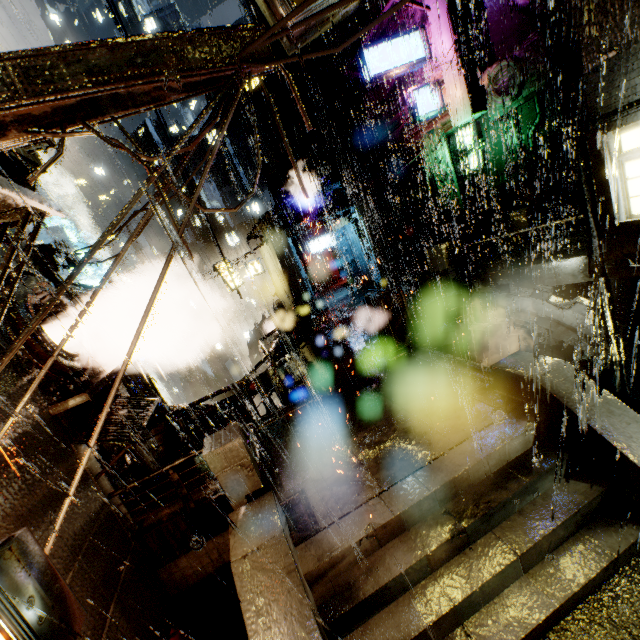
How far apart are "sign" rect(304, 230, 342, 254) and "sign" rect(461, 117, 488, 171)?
10.0 meters

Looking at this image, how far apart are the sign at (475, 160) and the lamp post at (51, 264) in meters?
19.4

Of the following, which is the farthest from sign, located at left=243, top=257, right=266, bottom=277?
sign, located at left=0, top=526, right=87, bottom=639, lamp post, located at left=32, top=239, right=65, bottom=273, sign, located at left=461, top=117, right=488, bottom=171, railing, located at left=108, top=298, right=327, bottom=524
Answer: sign, located at left=0, top=526, right=87, bottom=639

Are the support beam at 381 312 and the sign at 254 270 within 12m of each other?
no

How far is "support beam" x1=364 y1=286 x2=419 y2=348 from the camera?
11.8m

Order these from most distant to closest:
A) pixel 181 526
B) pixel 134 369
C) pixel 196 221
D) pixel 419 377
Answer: pixel 196 221 → pixel 134 369 → pixel 419 377 → pixel 181 526

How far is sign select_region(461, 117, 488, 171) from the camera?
17.42m

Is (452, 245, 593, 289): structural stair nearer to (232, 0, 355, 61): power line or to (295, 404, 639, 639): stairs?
(295, 404, 639, 639): stairs
